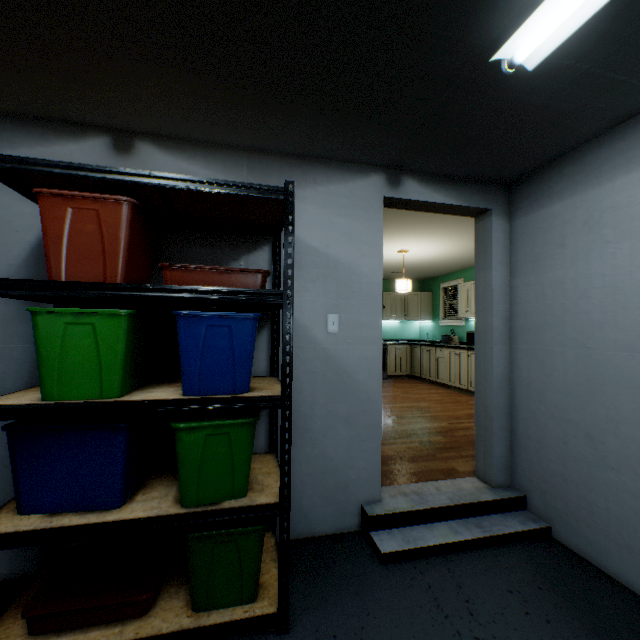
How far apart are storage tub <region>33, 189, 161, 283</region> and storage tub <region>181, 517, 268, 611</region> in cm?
113

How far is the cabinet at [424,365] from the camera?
5.9m

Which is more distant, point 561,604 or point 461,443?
point 461,443

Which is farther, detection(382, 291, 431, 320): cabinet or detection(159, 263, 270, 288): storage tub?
detection(382, 291, 431, 320): cabinet

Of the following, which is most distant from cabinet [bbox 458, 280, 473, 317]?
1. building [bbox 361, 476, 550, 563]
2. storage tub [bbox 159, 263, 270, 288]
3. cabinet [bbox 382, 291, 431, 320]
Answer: storage tub [bbox 159, 263, 270, 288]

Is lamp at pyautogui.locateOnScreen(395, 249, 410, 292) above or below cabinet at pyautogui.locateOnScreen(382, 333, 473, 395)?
above

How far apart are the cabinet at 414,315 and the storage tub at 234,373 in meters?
6.4 m

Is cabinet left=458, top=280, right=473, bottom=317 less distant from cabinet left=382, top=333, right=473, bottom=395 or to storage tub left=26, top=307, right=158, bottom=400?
cabinet left=382, top=333, right=473, bottom=395
